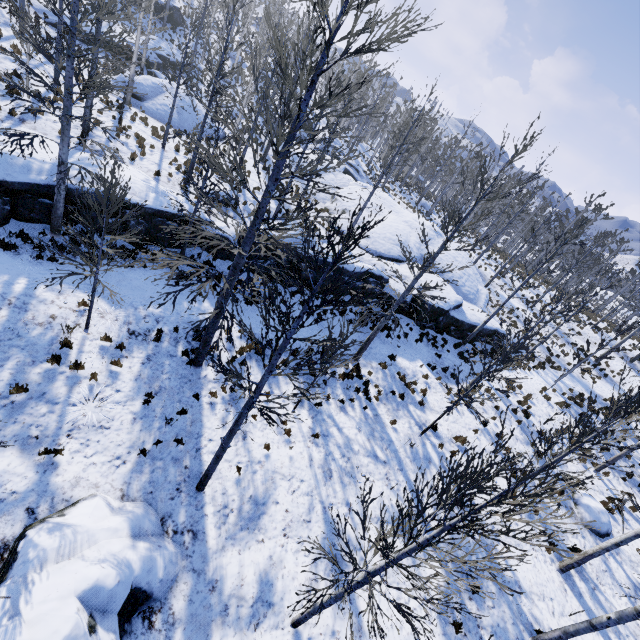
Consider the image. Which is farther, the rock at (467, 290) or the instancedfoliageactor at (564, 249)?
the rock at (467, 290)

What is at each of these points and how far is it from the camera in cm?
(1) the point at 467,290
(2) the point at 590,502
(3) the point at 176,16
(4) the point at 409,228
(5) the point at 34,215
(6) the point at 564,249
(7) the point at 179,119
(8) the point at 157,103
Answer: (1) rock, 2330
(2) rock, 1406
(3) rock, 4056
(4) rock, 2475
(5) rock, 1172
(6) instancedfoliageactor, 3759
(7) rock, 2434
(8) rock, 2345

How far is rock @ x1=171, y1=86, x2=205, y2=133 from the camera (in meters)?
24.09

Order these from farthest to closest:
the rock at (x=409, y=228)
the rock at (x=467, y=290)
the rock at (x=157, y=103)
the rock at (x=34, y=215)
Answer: the rock at (x=157, y=103) → the rock at (x=467, y=290) → the rock at (x=409, y=228) → the rock at (x=34, y=215)

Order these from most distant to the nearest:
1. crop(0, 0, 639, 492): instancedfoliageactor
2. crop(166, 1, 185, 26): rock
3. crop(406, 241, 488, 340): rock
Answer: crop(166, 1, 185, 26): rock, crop(406, 241, 488, 340): rock, crop(0, 0, 639, 492): instancedfoliageactor

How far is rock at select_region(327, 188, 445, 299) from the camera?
17.7 meters

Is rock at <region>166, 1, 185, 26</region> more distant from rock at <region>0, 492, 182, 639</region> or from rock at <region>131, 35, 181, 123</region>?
rock at <region>0, 492, 182, 639</region>
